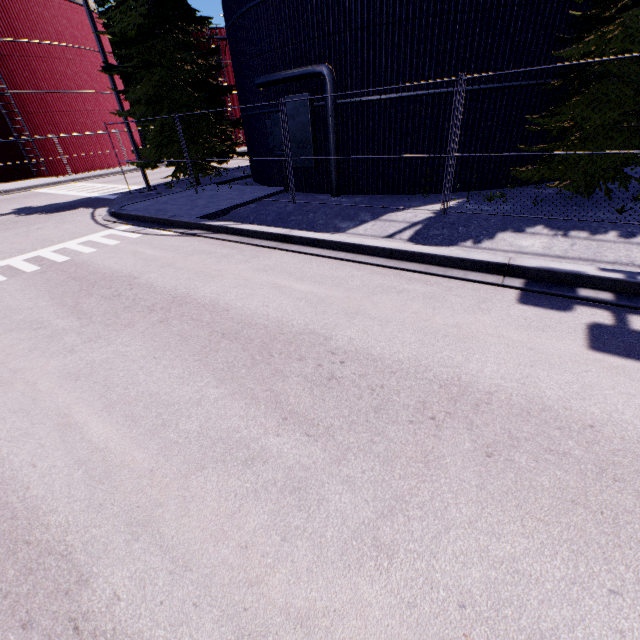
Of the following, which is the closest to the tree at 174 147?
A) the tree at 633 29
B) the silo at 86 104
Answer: the silo at 86 104

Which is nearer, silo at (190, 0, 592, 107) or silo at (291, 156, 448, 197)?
silo at (190, 0, 592, 107)

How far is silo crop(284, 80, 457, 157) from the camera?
9.9m

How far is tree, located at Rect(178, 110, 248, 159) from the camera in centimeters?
1472cm

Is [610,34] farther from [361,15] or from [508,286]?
[508,286]

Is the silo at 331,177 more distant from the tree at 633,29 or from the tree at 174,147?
the tree at 174,147
